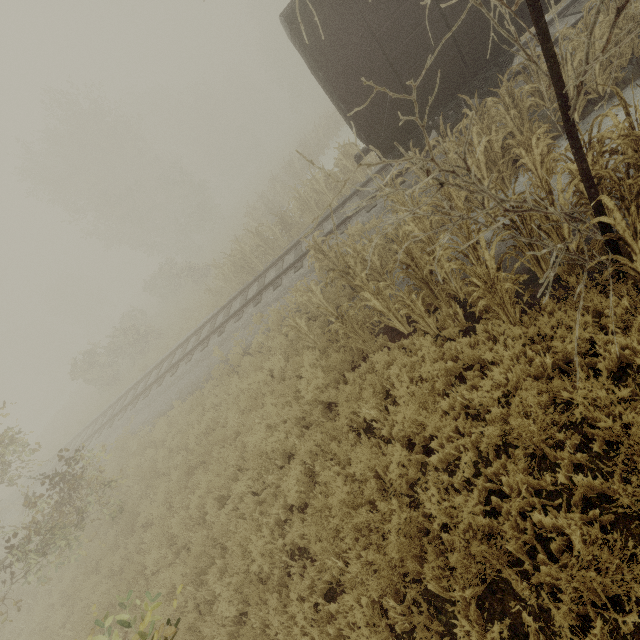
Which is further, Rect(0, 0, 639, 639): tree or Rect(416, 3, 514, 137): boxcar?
Rect(416, 3, 514, 137): boxcar

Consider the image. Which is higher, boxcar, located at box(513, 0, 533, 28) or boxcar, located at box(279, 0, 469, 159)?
boxcar, located at box(279, 0, 469, 159)

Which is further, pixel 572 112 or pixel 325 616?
pixel 325 616

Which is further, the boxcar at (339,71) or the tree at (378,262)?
the boxcar at (339,71)
